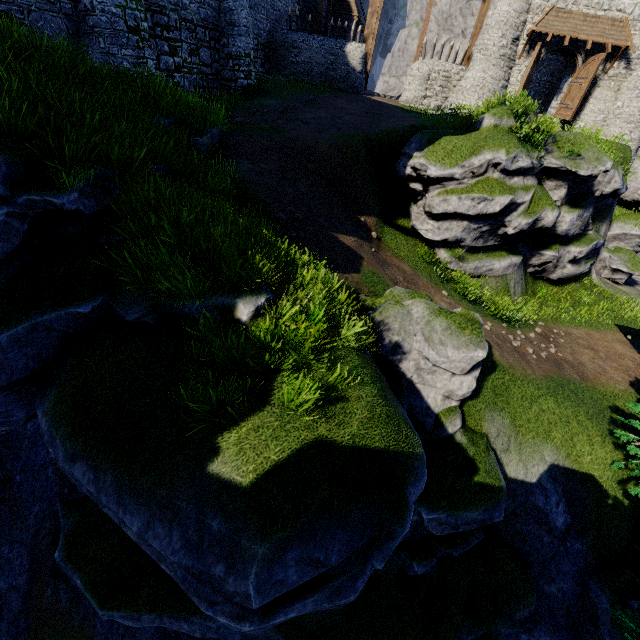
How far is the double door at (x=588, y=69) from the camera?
19.81m

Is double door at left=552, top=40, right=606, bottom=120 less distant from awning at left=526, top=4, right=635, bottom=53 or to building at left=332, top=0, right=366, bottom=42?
awning at left=526, top=4, right=635, bottom=53

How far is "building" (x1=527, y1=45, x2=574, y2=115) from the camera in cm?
2172

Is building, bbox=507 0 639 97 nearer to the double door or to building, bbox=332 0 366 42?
the double door

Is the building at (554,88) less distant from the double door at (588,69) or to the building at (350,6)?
the double door at (588,69)

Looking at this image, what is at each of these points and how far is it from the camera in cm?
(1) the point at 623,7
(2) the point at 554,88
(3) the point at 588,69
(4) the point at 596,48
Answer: (1) building, 1886
(2) building, 2723
(3) double door, 2012
(4) building, 2003
